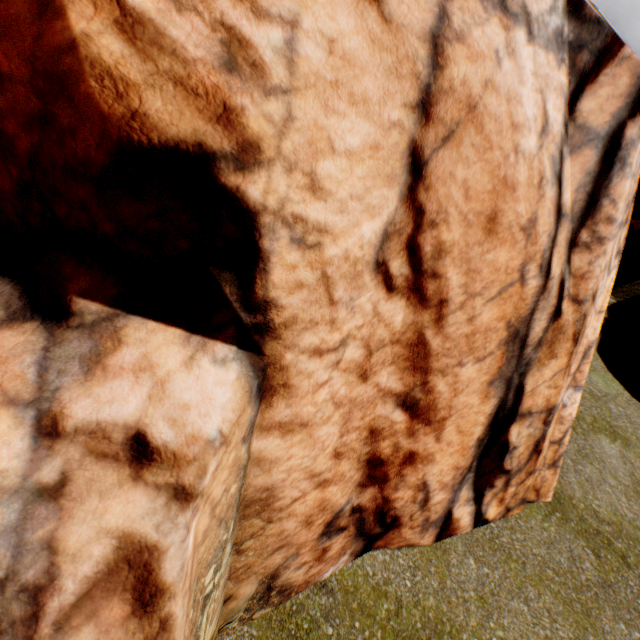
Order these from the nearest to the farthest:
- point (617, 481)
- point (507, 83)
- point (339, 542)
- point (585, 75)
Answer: point (507, 83)
point (585, 75)
point (339, 542)
point (617, 481)
